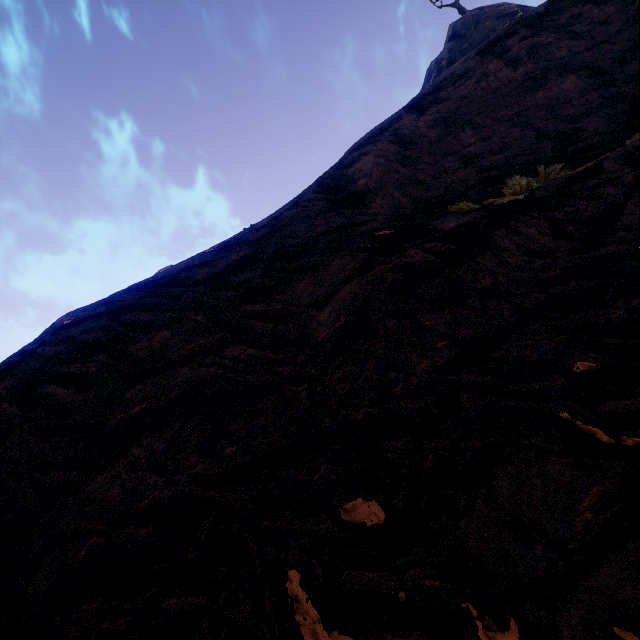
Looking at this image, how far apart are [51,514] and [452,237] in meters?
6.6 m
